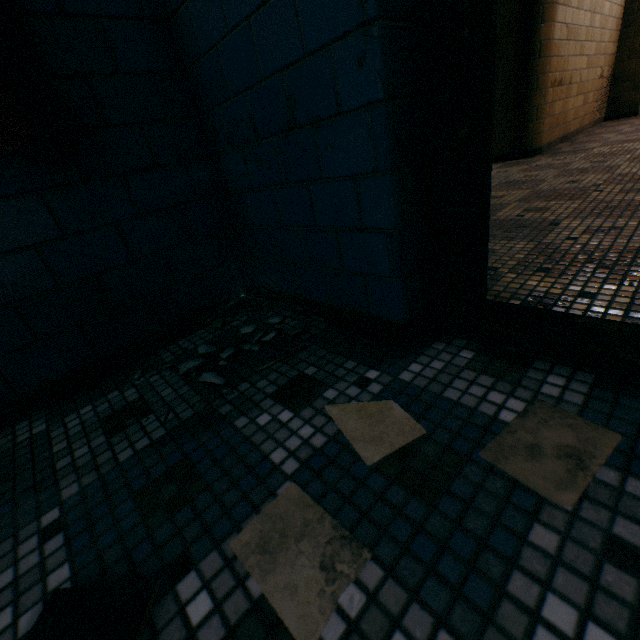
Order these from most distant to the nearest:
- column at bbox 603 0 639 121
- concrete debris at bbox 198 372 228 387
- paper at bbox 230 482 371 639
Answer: column at bbox 603 0 639 121
concrete debris at bbox 198 372 228 387
paper at bbox 230 482 371 639

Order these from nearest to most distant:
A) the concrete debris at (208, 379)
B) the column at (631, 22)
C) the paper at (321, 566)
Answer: the paper at (321, 566)
the concrete debris at (208, 379)
the column at (631, 22)

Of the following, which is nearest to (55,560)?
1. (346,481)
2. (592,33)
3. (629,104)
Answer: (346,481)

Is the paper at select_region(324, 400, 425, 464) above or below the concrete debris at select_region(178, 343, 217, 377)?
below

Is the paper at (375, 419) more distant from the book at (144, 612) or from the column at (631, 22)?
the column at (631, 22)

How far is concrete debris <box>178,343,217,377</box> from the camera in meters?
1.1 m

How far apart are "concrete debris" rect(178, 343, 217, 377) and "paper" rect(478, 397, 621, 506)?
0.7 meters

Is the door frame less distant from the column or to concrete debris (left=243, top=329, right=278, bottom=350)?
concrete debris (left=243, top=329, right=278, bottom=350)
